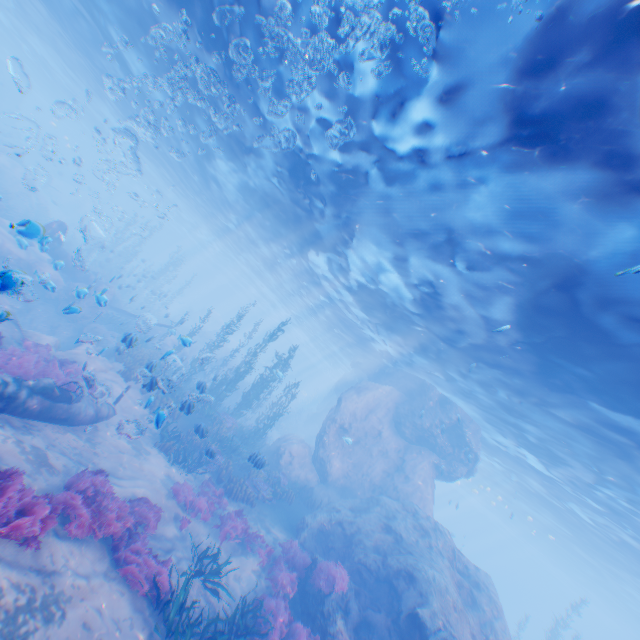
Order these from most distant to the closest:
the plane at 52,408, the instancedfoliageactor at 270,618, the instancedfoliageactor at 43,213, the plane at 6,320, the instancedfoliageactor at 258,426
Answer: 1. the instancedfoliageactor at 258,426
2. the plane at 52,408
3. the instancedfoliageactor at 43,213
4. the instancedfoliageactor at 270,618
5. the plane at 6,320

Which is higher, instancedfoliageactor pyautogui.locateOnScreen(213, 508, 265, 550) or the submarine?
the submarine

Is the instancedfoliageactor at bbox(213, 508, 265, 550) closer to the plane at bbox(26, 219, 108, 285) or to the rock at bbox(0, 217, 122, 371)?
the rock at bbox(0, 217, 122, 371)

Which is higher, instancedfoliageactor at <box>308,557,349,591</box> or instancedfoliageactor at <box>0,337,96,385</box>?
instancedfoliageactor at <box>308,557,349,591</box>

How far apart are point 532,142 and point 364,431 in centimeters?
1994cm

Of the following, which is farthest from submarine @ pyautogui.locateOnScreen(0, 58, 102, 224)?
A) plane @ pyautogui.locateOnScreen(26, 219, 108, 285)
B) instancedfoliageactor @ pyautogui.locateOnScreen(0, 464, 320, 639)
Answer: instancedfoliageactor @ pyautogui.locateOnScreen(0, 464, 320, 639)

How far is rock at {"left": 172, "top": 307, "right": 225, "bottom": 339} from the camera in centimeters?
4144cm

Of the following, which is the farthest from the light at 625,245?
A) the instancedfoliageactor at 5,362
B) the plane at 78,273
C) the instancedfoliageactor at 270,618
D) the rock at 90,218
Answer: the instancedfoliageactor at 5,362
